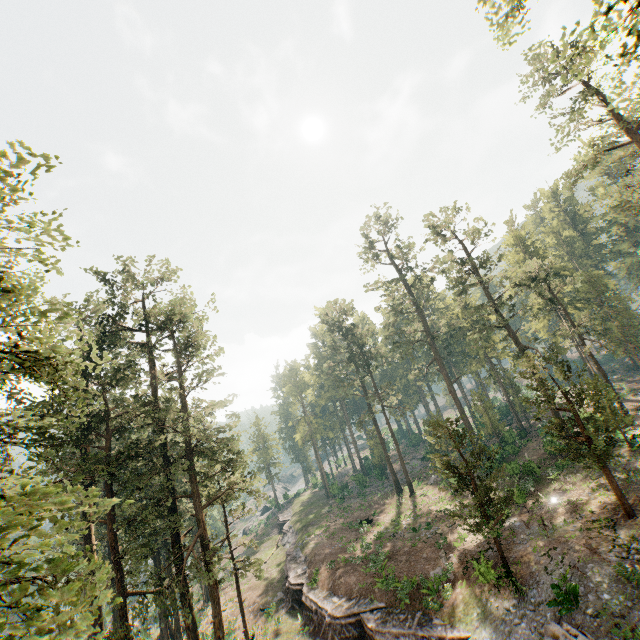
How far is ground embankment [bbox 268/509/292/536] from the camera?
50.4 meters

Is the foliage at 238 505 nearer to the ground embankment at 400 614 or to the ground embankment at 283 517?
the ground embankment at 400 614

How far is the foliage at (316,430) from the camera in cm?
5631

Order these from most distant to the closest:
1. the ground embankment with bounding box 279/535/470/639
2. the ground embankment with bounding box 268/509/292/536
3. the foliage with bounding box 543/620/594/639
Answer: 1. the ground embankment with bounding box 268/509/292/536
2. the ground embankment with bounding box 279/535/470/639
3. the foliage with bounding box 543/620/594/639

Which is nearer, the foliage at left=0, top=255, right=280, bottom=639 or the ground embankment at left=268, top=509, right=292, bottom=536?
the foliage at left=0, top=255, right=280, bottom=639

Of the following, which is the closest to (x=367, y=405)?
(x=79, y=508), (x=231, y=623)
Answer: (x=231, y=623)

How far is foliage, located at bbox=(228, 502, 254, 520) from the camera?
25.7 meters

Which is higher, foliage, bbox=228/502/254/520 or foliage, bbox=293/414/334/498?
foliage, bbox=293/414/334/498
